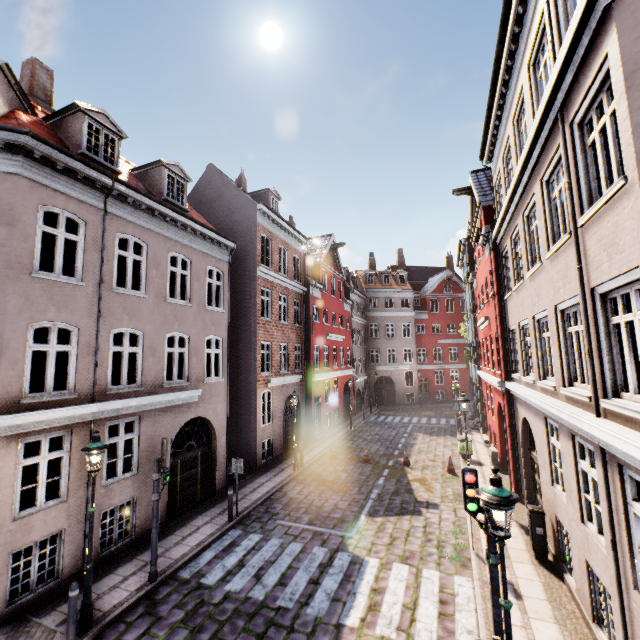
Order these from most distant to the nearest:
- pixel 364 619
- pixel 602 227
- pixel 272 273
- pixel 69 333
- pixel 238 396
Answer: pixel 272 273 → pixel 238 396 → pixel 69 333 → pixel 364 619 → pixel 602 227

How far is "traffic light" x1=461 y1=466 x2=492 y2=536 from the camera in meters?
5.6

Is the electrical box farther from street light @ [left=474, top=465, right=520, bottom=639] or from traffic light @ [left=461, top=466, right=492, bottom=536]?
street light @ [left=474, top=465, right=520, bottom=639]

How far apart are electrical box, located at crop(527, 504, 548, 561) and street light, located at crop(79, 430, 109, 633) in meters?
10.8

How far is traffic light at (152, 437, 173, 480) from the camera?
8.30m

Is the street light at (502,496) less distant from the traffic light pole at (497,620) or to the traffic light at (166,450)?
the traffic light pole at (497,620)

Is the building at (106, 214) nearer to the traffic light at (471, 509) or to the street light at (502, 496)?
the street light at (502, 496)

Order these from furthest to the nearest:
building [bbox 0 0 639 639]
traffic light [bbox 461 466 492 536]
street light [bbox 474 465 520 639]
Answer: traffic light [bbox 461 466 492 536], building [bbox 0 0 639 639], street light [bbox 474 465 520 639]
